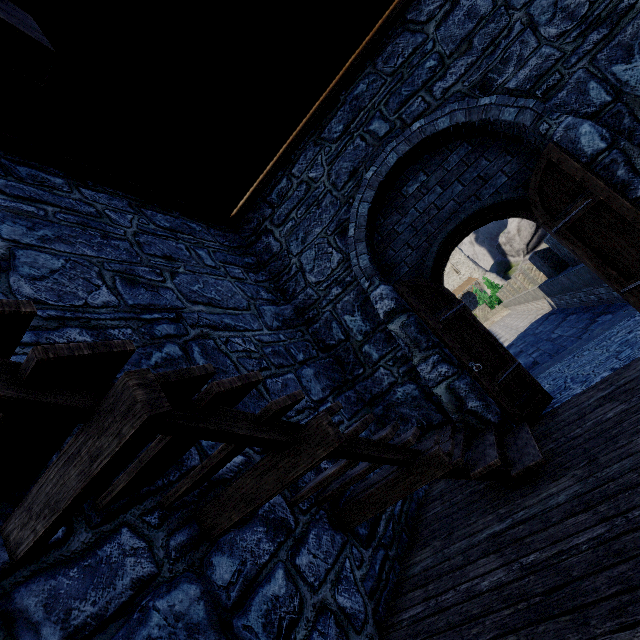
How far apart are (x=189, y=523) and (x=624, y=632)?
2.4m
